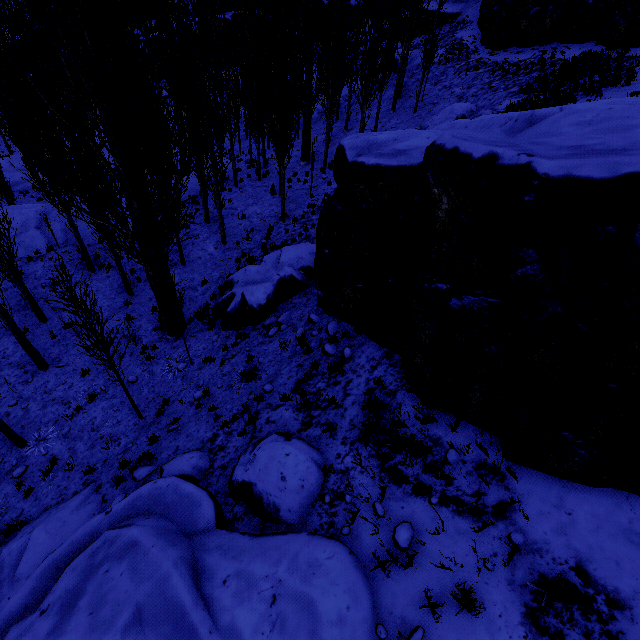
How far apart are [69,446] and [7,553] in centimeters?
323cm

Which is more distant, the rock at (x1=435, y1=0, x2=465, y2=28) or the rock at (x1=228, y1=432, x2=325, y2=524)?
the rock at (x1=435, y1=0, x2=465, y2=28)

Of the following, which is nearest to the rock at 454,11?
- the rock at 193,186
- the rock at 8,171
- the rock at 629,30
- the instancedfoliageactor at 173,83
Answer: the instancedfoliageactor at 173,83

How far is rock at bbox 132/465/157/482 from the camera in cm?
800

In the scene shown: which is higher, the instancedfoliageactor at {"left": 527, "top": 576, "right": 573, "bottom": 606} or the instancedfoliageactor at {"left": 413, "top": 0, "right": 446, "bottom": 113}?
the instancedfoliageactor at {"left": 413, "top": 0, "right": 446, "bottom": 113}

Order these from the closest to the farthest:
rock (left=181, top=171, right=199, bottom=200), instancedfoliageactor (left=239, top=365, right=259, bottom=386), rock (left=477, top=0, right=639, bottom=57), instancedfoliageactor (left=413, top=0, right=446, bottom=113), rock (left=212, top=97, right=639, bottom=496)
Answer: rock (left=212, top=97, right=639, bottom=496)
instancedfoliageactor (left=239, top=365, right=259, bottom=386)
rock (left=477, top=0, right=639, bottom=57)
instancedfoliageactor (left=413, top=0, right=446, bottom=113)
rock (left=181, top=171, right=199, bottom=200)

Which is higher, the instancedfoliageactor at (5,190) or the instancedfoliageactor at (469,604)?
the instancedfoliageactor at (469,604)

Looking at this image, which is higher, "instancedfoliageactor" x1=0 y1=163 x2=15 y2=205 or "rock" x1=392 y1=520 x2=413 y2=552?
"rock" x1=392 y1=520 x2=413 y2=552
